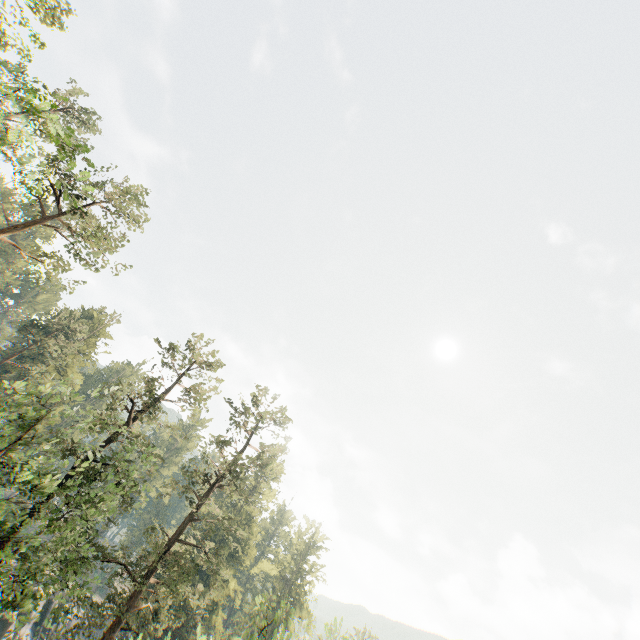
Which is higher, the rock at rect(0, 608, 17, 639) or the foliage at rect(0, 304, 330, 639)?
the foliage at rect(0, 304, 330, 639)

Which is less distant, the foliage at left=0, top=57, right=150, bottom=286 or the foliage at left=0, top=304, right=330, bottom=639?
the foliage at left=0, top=57, right=150, bottom=286

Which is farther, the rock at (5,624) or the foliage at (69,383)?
the rock at (5,624)

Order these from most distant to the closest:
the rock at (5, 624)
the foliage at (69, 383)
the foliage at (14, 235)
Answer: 1. the rock at (5, 624)
2. the foliage at (69, 383)
3. the foliage at (14, 235)

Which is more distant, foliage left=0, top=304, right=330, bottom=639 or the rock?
the rock

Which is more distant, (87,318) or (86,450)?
(87,318)

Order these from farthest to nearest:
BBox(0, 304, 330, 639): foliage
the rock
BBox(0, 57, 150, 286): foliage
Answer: the rock → BBox(0, 304, 330, 639): foliage → BBox(0, 57, 150, 286): foliage
